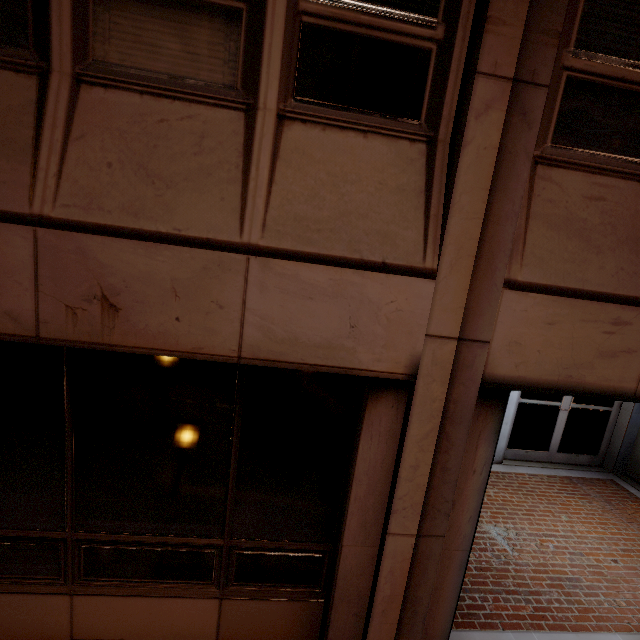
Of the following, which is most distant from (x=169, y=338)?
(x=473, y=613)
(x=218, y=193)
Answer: (x=473, y=613)
